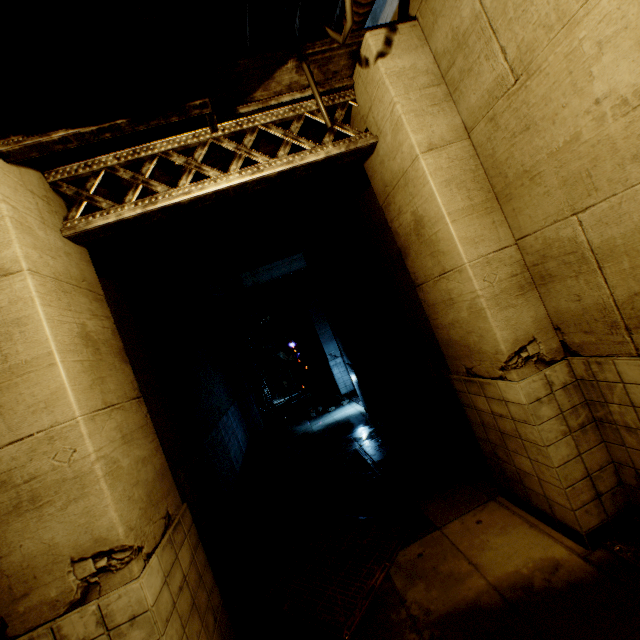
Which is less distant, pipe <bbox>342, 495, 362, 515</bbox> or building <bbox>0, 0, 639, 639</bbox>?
building <bbox>0, 0, 639, 639</bbox>

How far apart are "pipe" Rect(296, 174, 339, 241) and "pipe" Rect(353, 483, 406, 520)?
6.21m

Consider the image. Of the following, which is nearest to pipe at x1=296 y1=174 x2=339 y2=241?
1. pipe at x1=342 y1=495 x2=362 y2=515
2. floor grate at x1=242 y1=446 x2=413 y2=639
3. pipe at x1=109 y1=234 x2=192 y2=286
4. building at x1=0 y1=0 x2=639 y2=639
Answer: building at x1=0 y1=0 x2=639 y2=639

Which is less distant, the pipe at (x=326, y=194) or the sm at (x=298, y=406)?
the pipe at (x=326, y=194)

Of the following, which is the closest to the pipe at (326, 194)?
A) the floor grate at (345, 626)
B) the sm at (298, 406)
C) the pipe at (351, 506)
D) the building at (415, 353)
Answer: the building at (415, 353)

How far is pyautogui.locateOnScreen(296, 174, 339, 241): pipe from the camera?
6.5m

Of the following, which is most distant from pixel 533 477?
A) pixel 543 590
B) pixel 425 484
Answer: pixel 425 484

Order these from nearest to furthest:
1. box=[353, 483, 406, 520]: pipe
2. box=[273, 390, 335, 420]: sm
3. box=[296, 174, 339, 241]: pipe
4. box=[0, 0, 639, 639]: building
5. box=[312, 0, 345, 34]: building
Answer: box=[0, 0, 639, 639]: building, box=[312, 0, 345, 34]: building, box=[353, 483, 406, 520]: pipe, box=[296, 174, 339, 241]: pipe, box=[273, 390, 335, 420]: sm
